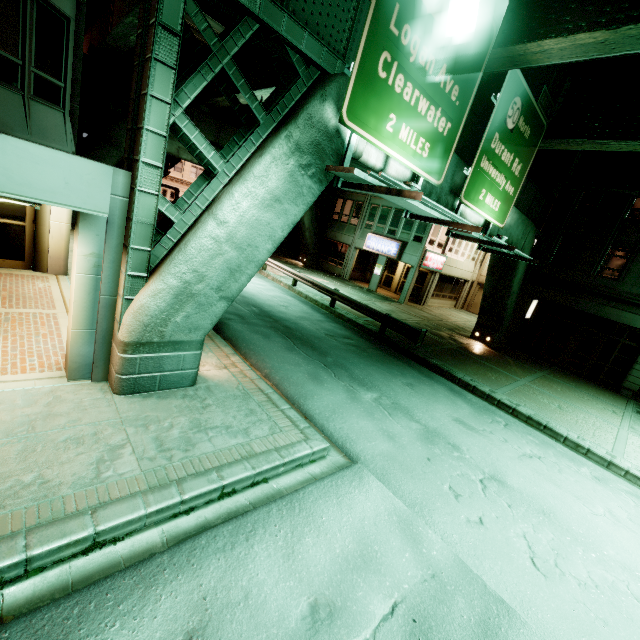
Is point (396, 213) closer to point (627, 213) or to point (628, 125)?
point (627, 213)

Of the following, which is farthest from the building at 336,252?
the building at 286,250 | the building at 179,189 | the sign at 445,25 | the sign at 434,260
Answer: the building at 179,189

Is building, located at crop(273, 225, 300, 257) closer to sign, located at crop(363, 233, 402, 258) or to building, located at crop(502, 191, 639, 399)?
building, located at crop(502, 191, 639, 399)

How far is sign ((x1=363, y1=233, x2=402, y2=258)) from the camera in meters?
25.3 m

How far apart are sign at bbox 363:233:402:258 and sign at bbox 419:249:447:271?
1.7m

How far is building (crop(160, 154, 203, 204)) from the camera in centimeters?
4797cm

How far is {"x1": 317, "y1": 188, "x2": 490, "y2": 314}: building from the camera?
25.20m

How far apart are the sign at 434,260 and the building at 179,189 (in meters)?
41.70
